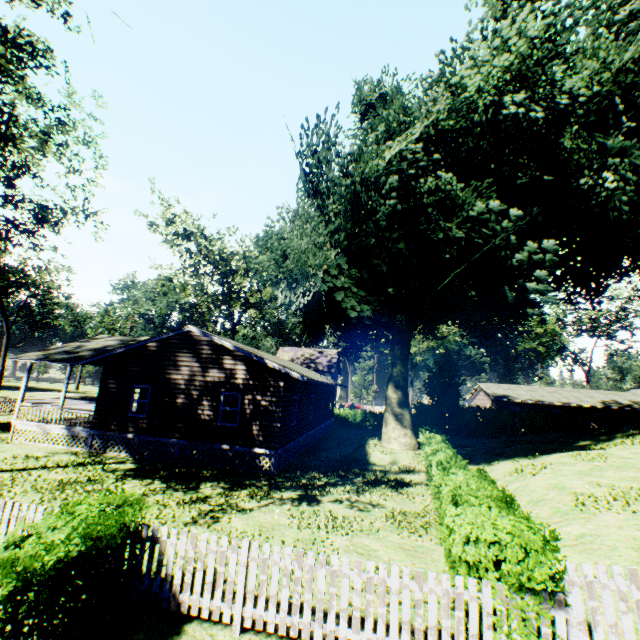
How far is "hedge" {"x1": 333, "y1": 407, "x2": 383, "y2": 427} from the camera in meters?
37.7

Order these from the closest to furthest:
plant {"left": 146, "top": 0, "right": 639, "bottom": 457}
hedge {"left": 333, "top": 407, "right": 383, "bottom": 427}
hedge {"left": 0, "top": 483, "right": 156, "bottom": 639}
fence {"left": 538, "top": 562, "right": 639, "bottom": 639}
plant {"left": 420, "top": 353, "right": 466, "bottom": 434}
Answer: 1. hedge {"left": 0, "top": 483, "right": 156, "bottom": 639}
2. fence {"left": 538, "top": 562, "right": 639, "bottom": 639}
3. plant {"left": 146, "top": 0, "right": 639, "bottom": 457}
4. plant {"left": 420, "top": 353, "right": 466, "bottom": 434}
5. hedge {"left": 333, "top": 407, "right": 383, "bottom": 427}

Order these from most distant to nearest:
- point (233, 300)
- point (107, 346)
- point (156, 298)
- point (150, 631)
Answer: point (156, 298) < point (233, 300) < point (107, 346) < point (150, 631)

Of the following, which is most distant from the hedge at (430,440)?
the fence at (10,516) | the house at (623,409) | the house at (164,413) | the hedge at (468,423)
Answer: the house at (623,409)

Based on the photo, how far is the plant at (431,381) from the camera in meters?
35.1

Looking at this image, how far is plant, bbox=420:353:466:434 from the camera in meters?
35.1

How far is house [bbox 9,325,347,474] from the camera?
15.4 meters

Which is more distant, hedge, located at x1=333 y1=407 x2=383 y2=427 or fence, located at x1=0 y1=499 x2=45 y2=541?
Result: hedge, located at x1=333 y1=407 x2=383 y2=427
